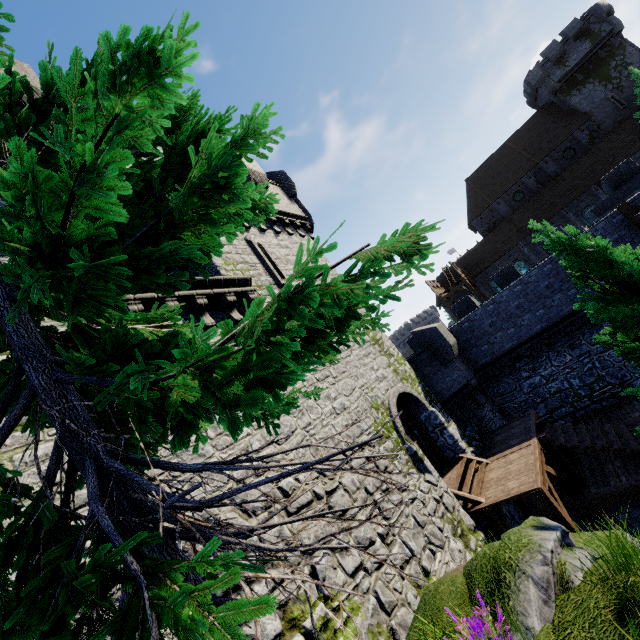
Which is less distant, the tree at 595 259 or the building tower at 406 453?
the tree at 595 259

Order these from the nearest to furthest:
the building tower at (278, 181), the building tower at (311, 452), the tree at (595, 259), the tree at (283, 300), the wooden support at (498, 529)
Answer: the tree at (283, 300)
the tree at (595, 259)
the building tower at (311, 452)
the building tower at (278, 181)
the wooden support at (498, 529)

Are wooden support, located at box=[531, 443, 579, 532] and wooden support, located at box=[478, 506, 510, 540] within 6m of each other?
yes

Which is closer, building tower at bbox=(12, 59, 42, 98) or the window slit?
building tower at bbox=(12, 59, 42, 98)

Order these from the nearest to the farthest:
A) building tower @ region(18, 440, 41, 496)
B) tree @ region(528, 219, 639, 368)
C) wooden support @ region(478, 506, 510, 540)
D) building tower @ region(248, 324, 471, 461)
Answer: building tower @ region(18, 440, 41, 496)
tree @ region(528, 219, 639, 368)
building tower @ region(248, 324, 471, 461)
wooden support @ region(478, 506, 510, 540)

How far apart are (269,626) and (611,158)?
45.1m

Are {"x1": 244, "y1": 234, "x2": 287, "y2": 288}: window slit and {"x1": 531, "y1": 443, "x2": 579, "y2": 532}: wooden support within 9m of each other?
no

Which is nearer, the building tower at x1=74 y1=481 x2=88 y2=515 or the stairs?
the building tower at x1=74 y1=481 x2=88 y2=515
